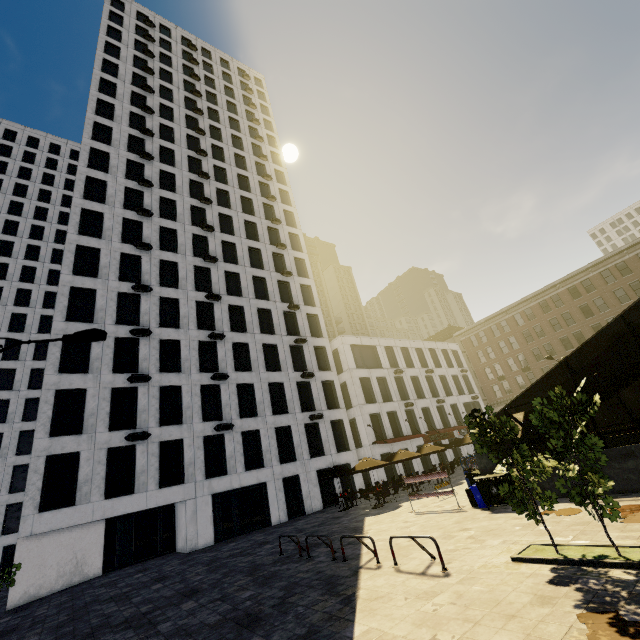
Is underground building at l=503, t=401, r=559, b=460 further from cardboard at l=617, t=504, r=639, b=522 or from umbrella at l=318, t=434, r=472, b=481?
umbrella at l=318, t=434, r=472, b=481

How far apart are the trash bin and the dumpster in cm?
9

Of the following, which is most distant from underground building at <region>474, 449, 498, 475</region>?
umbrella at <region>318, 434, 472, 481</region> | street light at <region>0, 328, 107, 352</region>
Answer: street light at <region>0, 328, 107, 352</region>

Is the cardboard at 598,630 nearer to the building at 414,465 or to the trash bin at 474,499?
the trash bin at 474,499

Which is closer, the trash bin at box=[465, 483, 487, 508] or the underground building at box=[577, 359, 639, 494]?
the underground building at box=[577, 359, 639, 494]

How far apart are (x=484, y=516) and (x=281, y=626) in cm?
843

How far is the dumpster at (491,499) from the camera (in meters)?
12.14

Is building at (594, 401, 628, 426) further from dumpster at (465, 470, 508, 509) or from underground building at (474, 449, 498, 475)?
dumpster at (465, 470, 508, 509)
